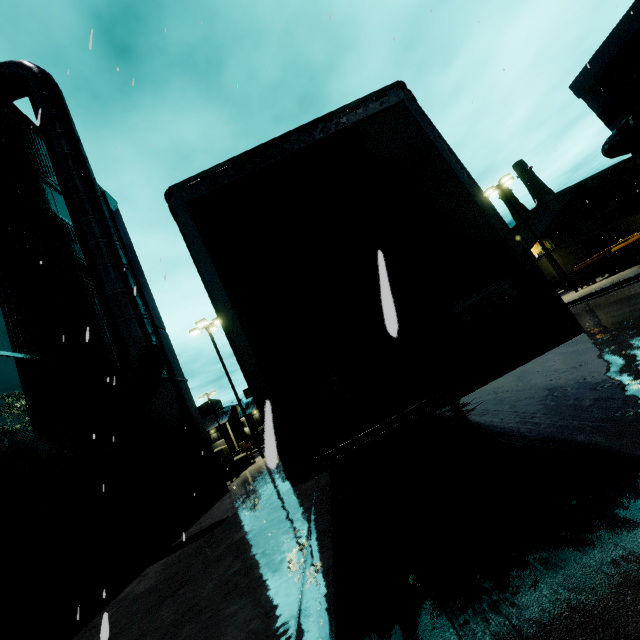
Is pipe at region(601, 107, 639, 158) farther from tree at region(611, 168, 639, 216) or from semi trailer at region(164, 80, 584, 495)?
tree at region(611, 168, 639, 216)

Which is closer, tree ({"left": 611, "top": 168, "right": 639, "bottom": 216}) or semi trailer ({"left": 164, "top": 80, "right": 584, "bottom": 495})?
semi trailer ({"left": 164, "top": 80, "right": 584, "bottom": 495})

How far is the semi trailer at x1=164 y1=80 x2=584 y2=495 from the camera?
2.5m

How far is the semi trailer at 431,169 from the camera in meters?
2.5

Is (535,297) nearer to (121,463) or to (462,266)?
(462,266)

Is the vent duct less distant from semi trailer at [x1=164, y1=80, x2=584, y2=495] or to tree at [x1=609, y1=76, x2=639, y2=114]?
semi trailer at [x1=164, y1=80, x2=584, y2=495]

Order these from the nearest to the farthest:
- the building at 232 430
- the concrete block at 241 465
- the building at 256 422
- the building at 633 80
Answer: the building at 633 80 → the concrete block at 241 465 → the building at 232 430 → the building at 256 422

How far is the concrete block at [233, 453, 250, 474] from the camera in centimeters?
1941cm
